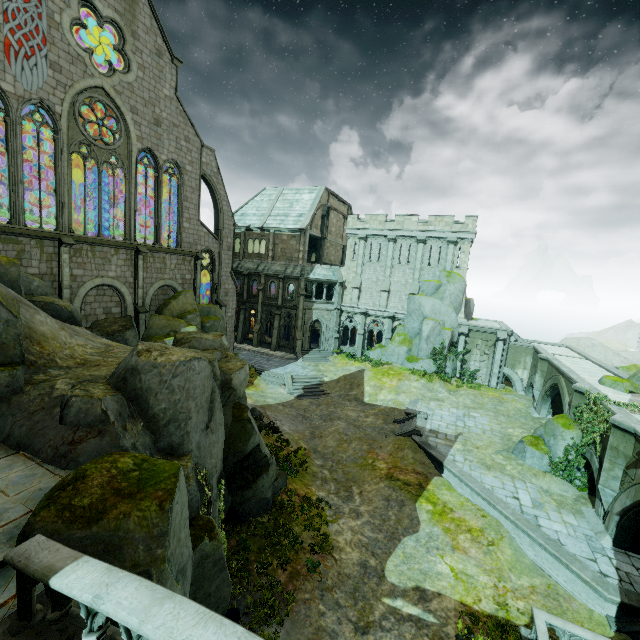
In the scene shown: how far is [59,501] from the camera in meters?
5.6 m

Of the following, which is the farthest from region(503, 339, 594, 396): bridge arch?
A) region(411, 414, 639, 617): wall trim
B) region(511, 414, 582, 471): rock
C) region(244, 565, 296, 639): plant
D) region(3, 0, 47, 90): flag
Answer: region(3, 0, 47, 90): flag

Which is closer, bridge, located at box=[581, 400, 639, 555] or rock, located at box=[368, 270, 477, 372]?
bridge, located at box=[581, 400, 639, 555]

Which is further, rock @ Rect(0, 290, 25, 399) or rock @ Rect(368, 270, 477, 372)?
rock @ Rect(368, 270, 477, 372)

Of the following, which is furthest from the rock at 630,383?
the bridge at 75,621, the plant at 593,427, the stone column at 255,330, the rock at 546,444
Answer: the bridge at 75,621

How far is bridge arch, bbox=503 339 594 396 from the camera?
29.62m

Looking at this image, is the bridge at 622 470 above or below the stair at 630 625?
above

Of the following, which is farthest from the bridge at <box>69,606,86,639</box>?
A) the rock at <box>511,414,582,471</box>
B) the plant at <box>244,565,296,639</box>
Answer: the rock at <box>511,414,582,471</box>
